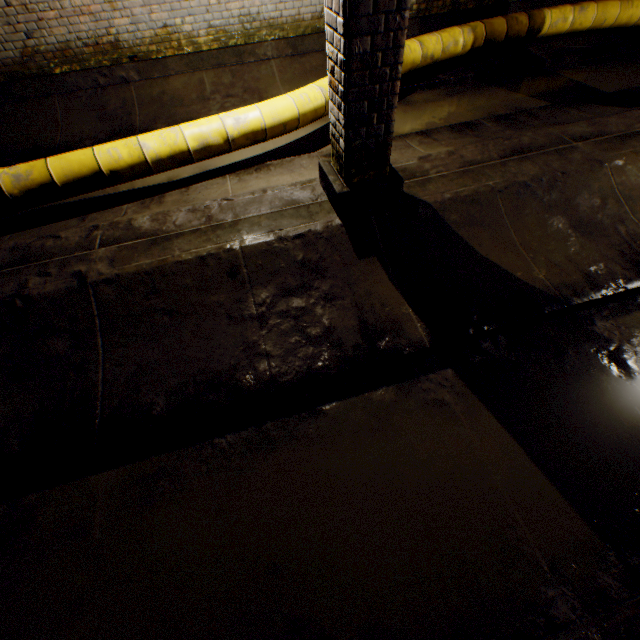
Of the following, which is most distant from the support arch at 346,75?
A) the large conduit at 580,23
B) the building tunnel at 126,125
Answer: the large conduit at 580,23

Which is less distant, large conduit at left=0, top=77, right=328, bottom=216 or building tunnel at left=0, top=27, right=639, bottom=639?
building tunnel at left=0, top=27, right=639, bottom=639

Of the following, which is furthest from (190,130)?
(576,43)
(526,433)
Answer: (576,43)

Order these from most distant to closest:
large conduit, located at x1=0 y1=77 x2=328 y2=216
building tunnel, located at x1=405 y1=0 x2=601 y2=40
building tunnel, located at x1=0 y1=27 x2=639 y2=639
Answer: building tunnel, located at x1=405 y1=0 x2=601 y2=40
large conduit, located at x1=0 y1=77 x2=328 y2=216
building tunnel, located at x1=0 y1=27 x2=639 y2=639

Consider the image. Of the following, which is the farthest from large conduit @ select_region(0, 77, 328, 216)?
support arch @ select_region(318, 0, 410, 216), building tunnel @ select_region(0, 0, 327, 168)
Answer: support arch @ select_region(318, 0, 410, 216)

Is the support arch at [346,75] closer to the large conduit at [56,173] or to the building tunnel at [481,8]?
the building tunnel at [481,8]

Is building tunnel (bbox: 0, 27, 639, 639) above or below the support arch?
below
